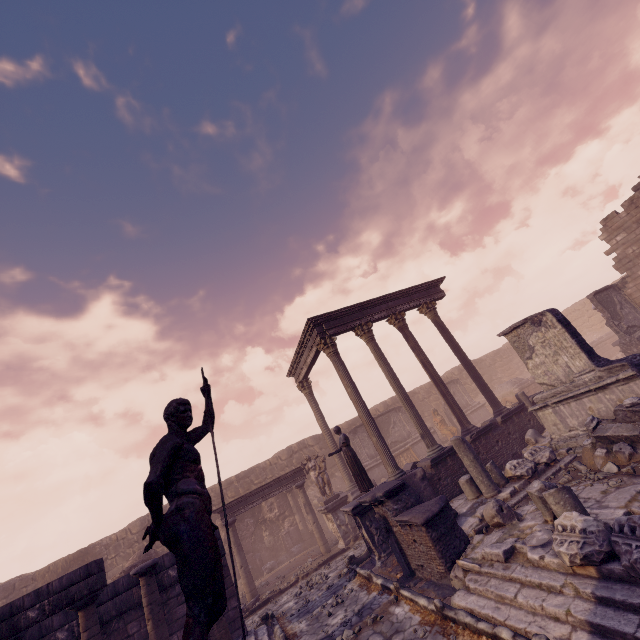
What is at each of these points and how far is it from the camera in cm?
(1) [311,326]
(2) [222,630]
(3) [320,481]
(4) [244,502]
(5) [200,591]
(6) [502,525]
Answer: (1) entablature, 1307
(2) column, 643
(3) sculpture, 1454
(4) entablature, 1405
(5) sculpture, 245
(6) building debris, 659

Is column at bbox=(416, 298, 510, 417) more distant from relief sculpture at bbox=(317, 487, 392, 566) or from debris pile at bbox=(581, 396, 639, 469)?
debris pile at bbox=(581, 396, 639, 469)

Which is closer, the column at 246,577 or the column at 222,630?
the column at 222,630

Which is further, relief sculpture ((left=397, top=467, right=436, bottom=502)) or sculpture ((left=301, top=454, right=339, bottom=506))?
sculpture ((left=301, top=454, right=339, bottom=506))

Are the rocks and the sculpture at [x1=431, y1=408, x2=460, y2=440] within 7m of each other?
no

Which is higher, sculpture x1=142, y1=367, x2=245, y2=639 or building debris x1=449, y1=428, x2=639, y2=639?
sculpture x1=142, y1=367, x2=245, y2=639

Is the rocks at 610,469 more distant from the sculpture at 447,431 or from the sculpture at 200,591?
the sculpture at 447,431

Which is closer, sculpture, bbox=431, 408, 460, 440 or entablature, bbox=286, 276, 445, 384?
entablature, bbox=286, 276, 445, 384
